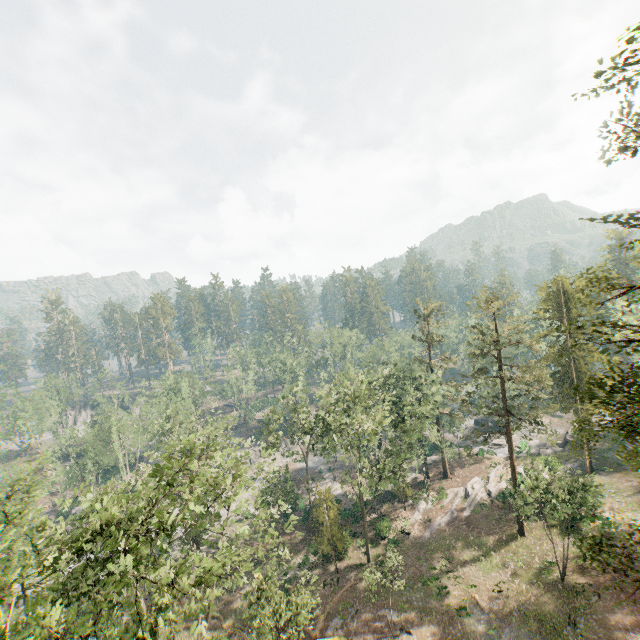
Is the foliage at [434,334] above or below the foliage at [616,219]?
below

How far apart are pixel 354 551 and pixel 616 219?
40.9m

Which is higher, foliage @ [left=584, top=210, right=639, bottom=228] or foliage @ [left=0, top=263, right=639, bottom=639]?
foliage @ [left=584, top=210, right=639, bottom=228]

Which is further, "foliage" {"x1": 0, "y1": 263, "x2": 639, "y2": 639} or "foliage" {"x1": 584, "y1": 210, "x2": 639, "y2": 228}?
"foliage" {"x1": 0, "y1": 263, "x2": 639, "y2": 639}

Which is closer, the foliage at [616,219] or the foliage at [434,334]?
the foliage at [616,219]
